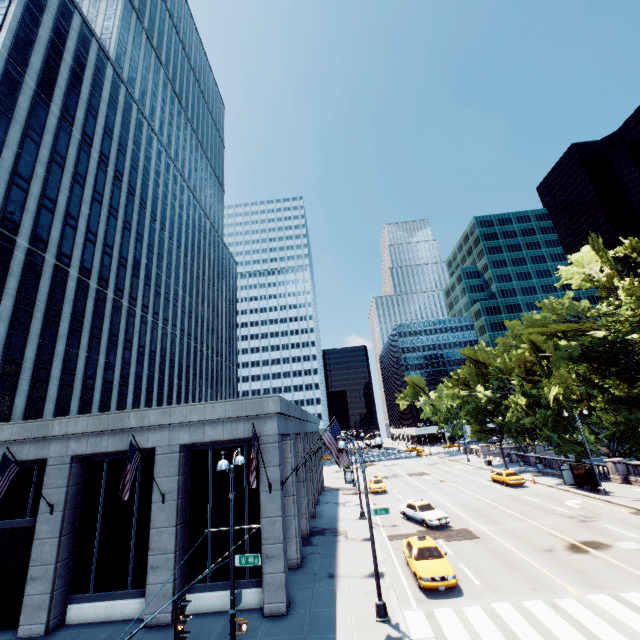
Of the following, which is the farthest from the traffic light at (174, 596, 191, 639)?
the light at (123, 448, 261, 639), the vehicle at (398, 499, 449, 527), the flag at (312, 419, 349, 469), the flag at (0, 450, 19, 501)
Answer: the vehicle at (398, 499, 449, 527)

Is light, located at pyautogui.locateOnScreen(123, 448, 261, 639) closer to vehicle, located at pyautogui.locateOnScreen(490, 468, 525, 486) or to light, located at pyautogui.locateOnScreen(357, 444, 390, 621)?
light, located at pyautogui.locateOnScreen(357, 444, 390, 621)

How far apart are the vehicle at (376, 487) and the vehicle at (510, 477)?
13.0m

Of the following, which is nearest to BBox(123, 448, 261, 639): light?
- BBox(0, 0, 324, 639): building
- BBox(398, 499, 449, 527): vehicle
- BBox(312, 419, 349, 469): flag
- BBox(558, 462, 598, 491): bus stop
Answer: BBox(0, 0, 324, 639): building

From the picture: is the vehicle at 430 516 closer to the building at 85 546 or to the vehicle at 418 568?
the vehicle at 418 568

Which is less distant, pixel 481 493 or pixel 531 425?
pixel 481 493

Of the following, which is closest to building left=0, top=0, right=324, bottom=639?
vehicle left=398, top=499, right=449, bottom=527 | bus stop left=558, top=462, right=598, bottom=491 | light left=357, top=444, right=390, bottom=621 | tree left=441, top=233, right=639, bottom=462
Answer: light left=357, top=444, right=390, bottom=621

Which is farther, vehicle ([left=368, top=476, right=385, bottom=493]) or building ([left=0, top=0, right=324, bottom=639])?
vehicle ([left=368, top=476, right=385, bottom=493])
